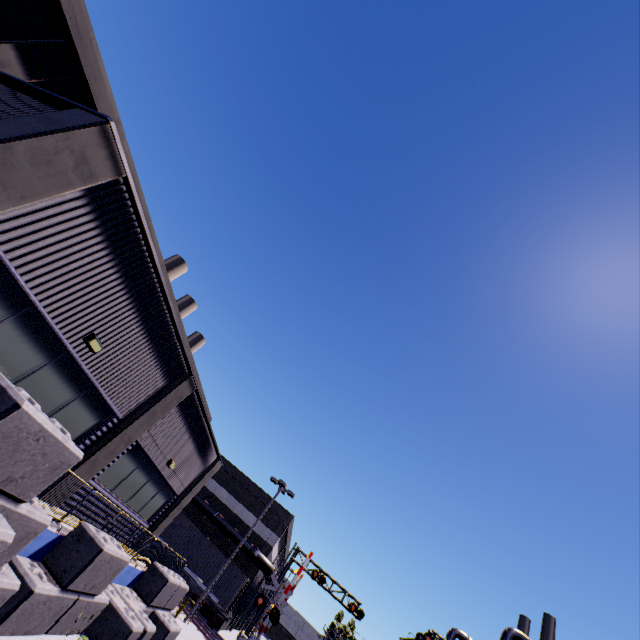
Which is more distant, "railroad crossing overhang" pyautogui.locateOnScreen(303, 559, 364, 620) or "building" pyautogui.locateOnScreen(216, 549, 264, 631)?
"building" pyautogui.locateOnScreen(216, 549, 264, 631)

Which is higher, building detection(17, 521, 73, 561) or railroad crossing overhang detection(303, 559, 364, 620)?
railroad crossing overhang detection(303, 559, 364, 620)

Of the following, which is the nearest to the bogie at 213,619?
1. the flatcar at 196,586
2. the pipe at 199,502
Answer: the flatcar at 196,586

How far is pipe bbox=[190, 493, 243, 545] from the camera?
31.9 meters

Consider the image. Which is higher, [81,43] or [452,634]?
[452,634]

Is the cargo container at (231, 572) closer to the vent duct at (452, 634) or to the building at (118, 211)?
Result: the building at (118, 211)

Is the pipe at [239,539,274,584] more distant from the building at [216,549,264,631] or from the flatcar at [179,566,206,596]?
the flatcar at [179,566,206,596]

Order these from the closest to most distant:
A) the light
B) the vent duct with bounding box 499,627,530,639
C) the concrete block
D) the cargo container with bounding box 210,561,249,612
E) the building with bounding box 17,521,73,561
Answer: the concrete block → the building with bounding box 17,521,73,561 → the light → the cargo container with bounding box 210,561,249,612 → the vent duct with bounding box 499,627,530,639
